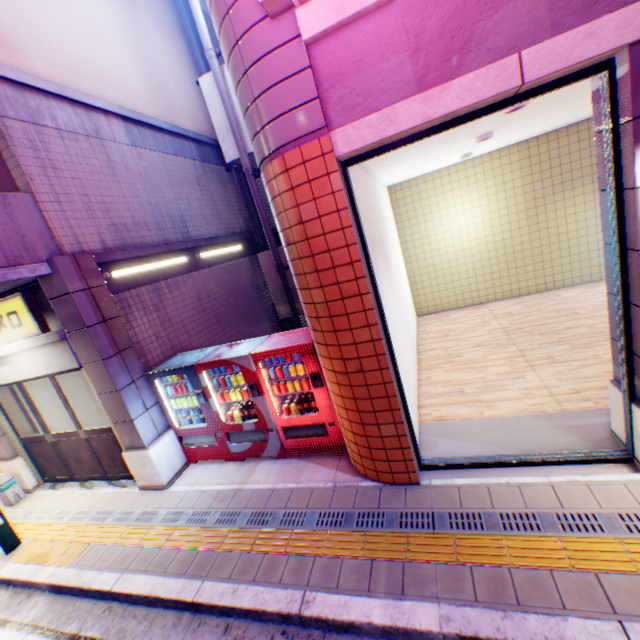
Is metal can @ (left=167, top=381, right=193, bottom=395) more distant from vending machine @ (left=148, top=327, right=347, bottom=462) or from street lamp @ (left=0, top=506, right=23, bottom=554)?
street lamp @ (left=0, top=506, right=23, bottom=554)

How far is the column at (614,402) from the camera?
3.2m

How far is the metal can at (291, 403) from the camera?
5.43m

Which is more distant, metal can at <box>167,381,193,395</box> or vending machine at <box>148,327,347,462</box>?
metal can at <box>167,381,193,395</box>

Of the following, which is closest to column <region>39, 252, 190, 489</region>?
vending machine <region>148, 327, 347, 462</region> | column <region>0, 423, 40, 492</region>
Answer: vending machine <region>148, 327, 347, 462</region>

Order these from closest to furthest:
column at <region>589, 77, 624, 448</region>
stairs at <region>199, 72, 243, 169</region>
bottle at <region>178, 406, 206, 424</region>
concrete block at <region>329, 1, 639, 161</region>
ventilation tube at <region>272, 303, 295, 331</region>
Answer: concrete block at <region>329, 1, 639, 161</region>
column at <region>589, 77, 624, 448</region>
bottle at <region>178, 406, 206, 424</region>
stairs at <region>199, 72, 243, 169</region>
ventilation tube at <region>272, 303, 295, 331</region>

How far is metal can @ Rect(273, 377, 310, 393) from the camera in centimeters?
528cm

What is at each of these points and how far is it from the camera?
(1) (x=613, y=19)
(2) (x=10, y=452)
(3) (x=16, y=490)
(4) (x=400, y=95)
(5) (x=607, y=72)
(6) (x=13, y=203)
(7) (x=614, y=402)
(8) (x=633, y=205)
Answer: (1) concrete block, 2.54m
(2) column, 7.07m
(3) trash box, 7.00m
(4) balcony, 3.08m
(5) window frame, 2.80m
(6) balcony, 4.71m
(7) column, 3.93m
(8) column, 2.91m
